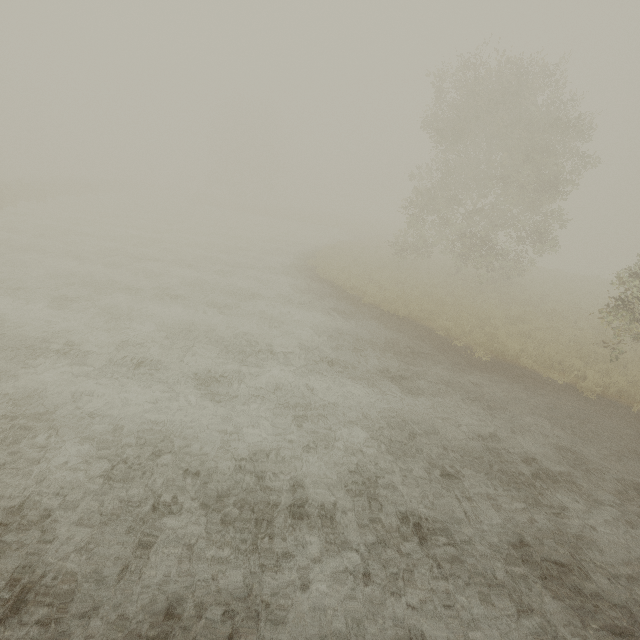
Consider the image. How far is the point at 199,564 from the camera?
4.2m
